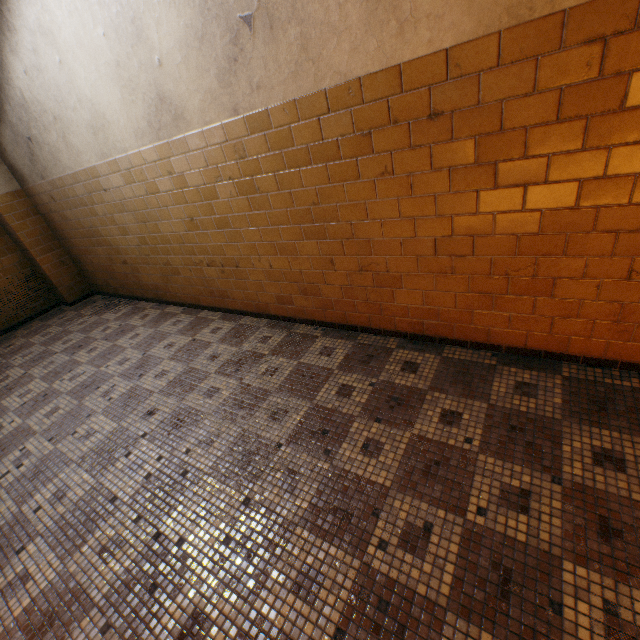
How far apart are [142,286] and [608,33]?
5.5 meters
